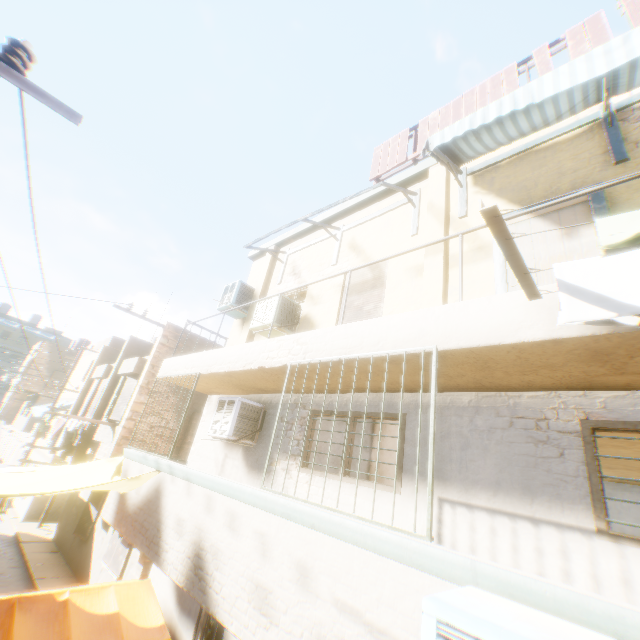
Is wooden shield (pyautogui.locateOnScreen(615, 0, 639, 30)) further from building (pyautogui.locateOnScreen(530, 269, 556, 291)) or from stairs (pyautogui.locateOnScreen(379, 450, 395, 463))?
stairs (pyautogui.locateOnScreen(379, 450, 395, 463))

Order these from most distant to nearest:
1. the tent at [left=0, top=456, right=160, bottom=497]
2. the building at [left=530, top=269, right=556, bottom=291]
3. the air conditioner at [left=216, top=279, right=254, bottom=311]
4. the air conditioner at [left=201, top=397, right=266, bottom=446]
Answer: the air conditioner at [left=216, top=279, right=254, bottom=311]
the air conditioner at [left=201, top=397, right=266, bottom=446]
the tent at [left=0, top=456, right=160, bottom=497]
the building at [left=530, top=269, right=556, bottom=291]

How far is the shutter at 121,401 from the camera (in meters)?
10.31

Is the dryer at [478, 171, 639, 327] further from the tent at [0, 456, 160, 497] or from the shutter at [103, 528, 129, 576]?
the shutter at [103, 528, 129, 576]

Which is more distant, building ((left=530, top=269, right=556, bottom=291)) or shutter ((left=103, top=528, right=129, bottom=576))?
shutter ((left=103, top=528, right=129, bottom=576))

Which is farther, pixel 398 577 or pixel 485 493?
pixel 485 493

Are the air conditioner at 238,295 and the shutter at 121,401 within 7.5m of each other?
yes

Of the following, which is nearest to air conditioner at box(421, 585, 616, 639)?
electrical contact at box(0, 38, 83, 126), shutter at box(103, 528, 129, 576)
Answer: electrical contact at box(0, 38, 83, 126)
